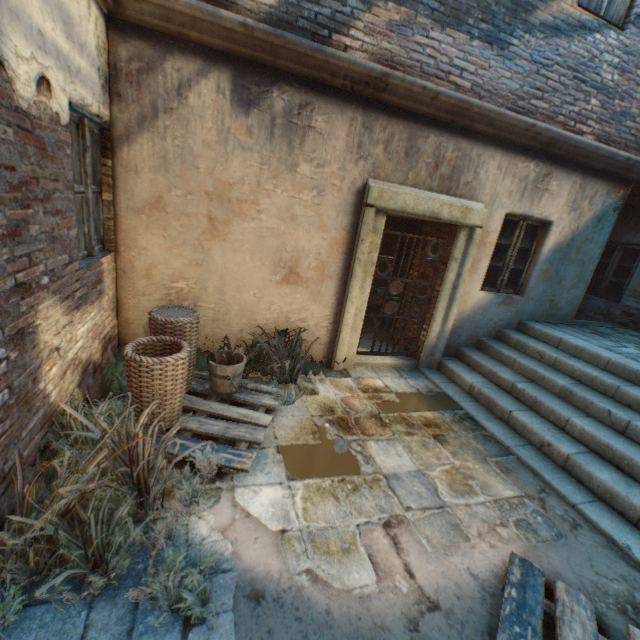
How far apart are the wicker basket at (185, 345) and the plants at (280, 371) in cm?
84

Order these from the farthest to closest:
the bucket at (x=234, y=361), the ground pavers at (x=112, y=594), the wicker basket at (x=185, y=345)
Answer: the bucket at (x=234, y=361), the wicker basket at (x=185, y=345), the ground pavers at (x=112, y=594)

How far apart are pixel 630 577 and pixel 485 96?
5.4m

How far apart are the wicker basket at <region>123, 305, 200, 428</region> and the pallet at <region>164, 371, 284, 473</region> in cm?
2

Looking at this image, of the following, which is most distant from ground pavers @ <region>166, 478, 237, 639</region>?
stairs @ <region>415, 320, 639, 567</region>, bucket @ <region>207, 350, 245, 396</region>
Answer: stairs @ <region>415, 320, 639, 567</region>

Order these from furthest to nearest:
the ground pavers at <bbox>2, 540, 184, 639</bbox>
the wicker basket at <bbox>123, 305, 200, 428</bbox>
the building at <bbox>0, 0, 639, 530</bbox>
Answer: the wicker basket at <bbox>123, 305, 200, 428</bbox> → the building at <bbox>0, 0, 639, 530</bbox> → the ground pavers at <bbox>2, 540, 184, 639</bbox>

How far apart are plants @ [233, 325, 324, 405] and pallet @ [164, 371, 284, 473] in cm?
4

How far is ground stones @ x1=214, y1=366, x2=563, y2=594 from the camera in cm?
245
